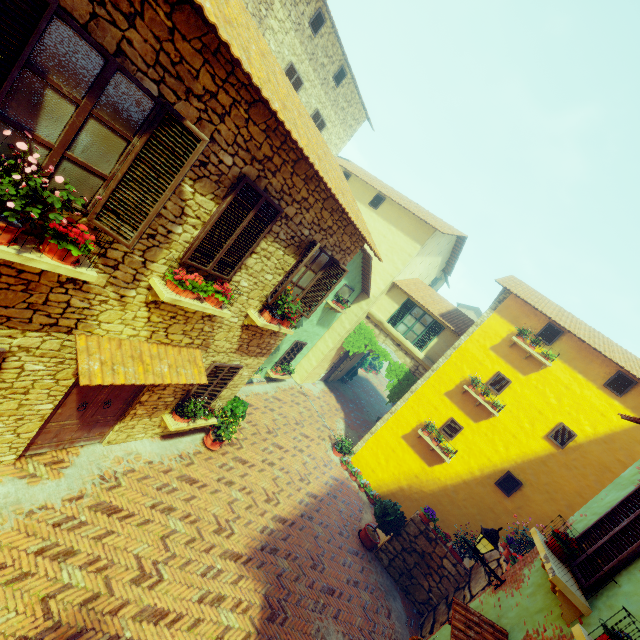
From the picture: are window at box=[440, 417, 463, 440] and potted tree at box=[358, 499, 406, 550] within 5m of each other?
yes

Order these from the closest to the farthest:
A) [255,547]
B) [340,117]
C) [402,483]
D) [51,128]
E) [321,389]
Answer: [51,128] < [255,547] < [402,483] < [340,117] < [321,389]

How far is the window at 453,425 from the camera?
12.38m

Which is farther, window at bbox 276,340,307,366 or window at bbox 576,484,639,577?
window at bbox 276,340,307,366

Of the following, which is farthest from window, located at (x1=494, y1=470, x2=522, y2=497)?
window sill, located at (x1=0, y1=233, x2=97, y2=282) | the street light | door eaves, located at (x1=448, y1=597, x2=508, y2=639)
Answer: window sill, located at (x1=0, y1=233, x2=97, y2=282)

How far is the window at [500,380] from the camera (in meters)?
11.98

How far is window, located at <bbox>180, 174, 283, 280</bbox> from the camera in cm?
498

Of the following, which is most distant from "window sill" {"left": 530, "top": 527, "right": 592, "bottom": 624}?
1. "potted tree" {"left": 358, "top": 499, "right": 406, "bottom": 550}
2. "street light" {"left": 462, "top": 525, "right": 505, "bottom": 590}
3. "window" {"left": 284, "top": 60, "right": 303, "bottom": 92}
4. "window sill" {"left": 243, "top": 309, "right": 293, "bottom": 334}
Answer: "window" {"left": 284, "top": 60, "right": 303, "bottom": 92}
